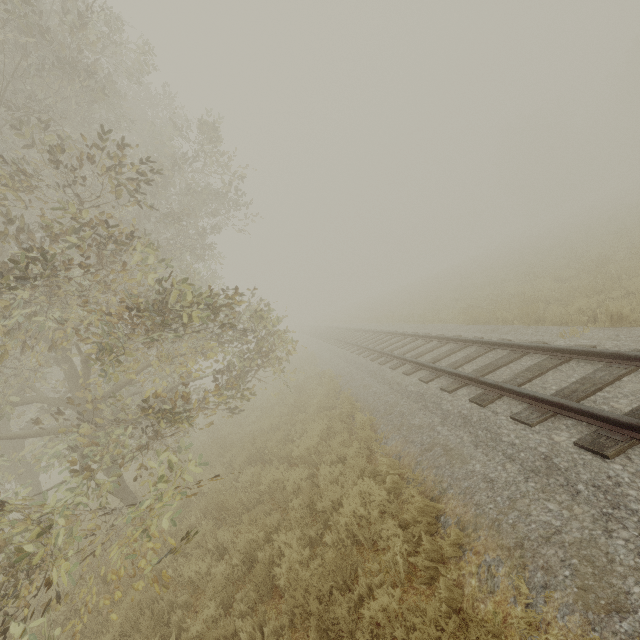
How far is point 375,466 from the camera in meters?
6.4
